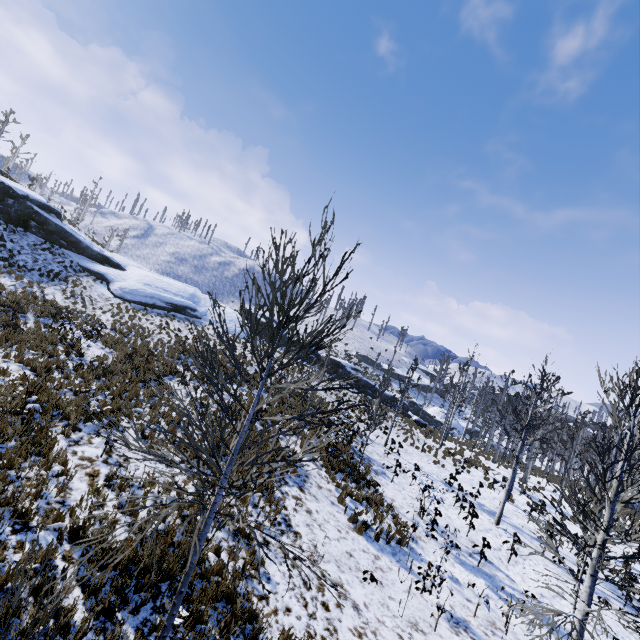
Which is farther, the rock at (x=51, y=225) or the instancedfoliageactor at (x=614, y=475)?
the rock at (x=51, y=225)

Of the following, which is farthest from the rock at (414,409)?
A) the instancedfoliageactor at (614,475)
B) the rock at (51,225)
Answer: the rock at (51,225)

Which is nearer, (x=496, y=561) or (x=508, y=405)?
(x=496, y=561)

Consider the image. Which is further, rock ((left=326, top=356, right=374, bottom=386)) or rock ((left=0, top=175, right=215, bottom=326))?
rock ((left=326, top=356, right=374, bottom=386))

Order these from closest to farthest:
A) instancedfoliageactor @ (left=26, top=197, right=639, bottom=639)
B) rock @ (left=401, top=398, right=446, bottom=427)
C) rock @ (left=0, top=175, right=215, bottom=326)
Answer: instancedfoliageactor @ (left=26, top=197, right=639, bottom=639) < rock @ (left=0, top=175, right=215, bottom=326) < rock @ (left=401, top=398, right=446, bottom=427)

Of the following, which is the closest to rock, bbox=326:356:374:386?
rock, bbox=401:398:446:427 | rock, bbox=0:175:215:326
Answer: rock, bbox=401:398:446:427

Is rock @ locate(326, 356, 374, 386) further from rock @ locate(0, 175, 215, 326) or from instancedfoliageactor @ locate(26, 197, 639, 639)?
rock @ locate(0, 175, 215, 326)

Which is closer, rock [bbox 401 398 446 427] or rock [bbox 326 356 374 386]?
rock [bbox 401 398 446 427]
